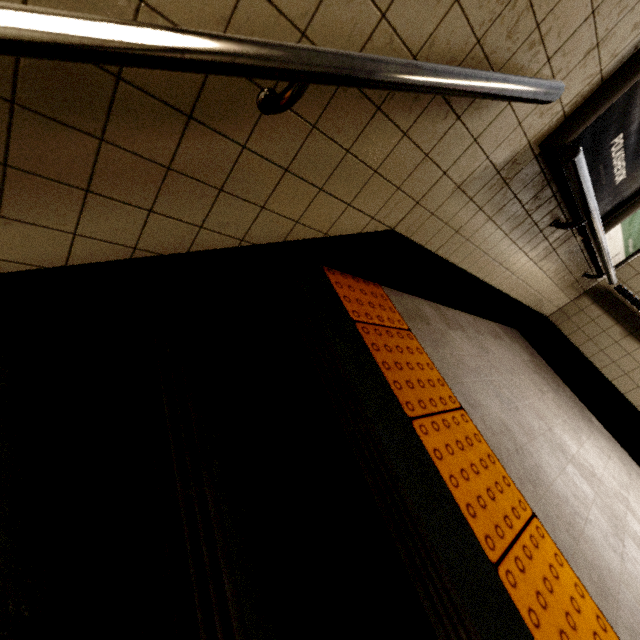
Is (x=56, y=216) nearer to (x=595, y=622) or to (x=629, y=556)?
(x=595, y=622)

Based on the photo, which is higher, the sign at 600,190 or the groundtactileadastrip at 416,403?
the sign at 600,190

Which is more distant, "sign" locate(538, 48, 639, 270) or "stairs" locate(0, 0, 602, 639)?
"sign" locate(538, 48, 639, 270)

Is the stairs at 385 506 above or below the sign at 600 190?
below

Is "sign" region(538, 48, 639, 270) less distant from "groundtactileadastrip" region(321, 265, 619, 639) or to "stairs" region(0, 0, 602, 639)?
"stairs" region(0, 0, 602, 639)

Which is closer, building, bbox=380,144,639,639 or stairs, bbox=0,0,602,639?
stairs, bbox=0,0,602,639

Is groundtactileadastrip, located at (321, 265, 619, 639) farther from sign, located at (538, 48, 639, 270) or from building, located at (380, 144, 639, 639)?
sign, located at (538, 48, 639, 270)
